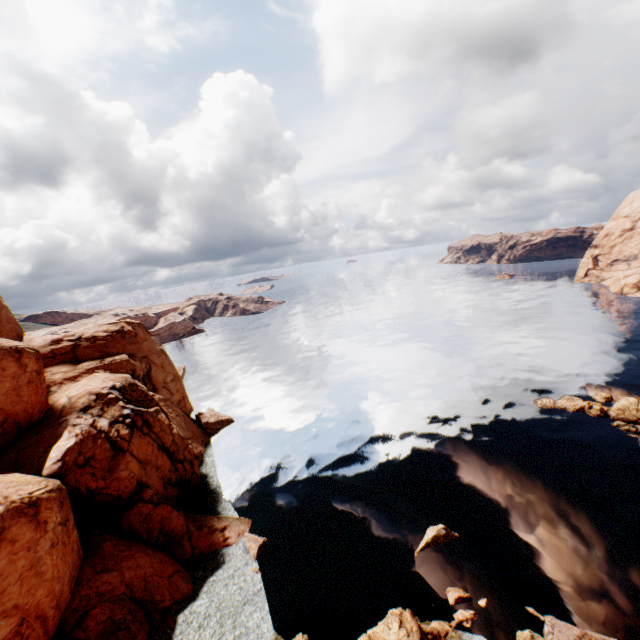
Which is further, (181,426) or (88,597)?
(181,426)

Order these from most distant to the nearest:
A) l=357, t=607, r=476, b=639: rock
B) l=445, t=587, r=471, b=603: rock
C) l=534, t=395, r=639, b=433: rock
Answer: l=534, t=395, r=639, b=433: rock
l=445, t=587, r=471, b=603: rock
l=357, t=607, r=476, b=639: rock

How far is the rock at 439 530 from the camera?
27.5m

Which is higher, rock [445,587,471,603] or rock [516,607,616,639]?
rock [516,607,616,639]

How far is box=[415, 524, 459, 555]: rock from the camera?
27.5m

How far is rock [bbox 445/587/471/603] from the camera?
23.05m

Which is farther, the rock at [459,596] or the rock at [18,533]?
the rock at [459,596]

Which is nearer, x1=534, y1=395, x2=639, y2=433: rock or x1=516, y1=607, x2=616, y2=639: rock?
x1=516, y1=607, x2=616, y2=639: rock
